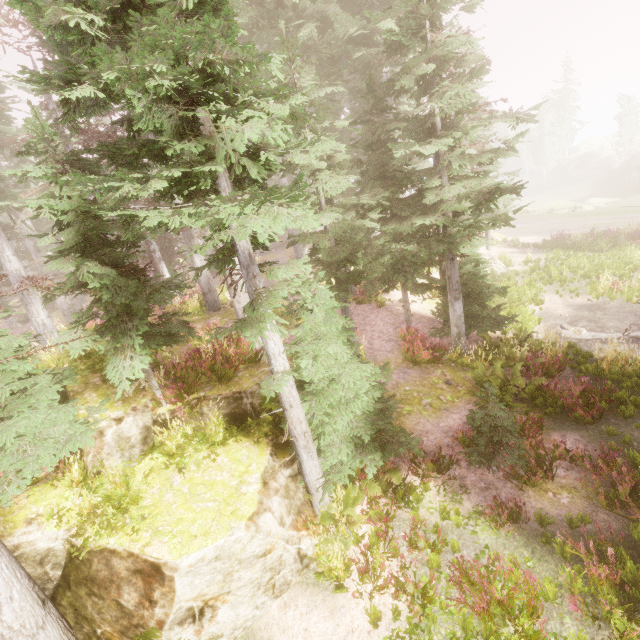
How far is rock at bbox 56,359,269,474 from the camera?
6.8m

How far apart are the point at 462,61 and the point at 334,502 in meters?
13.0 m

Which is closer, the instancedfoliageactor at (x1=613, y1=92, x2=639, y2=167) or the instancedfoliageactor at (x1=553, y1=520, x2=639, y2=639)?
the instancedfoliageactor at (x1=553, y1=520, x2=639, y2=639)

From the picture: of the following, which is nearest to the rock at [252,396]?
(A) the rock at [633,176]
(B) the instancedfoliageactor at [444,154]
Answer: (B) the instancedfoliageactor at [444,154]

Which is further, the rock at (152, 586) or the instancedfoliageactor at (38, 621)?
the rock at (152, 586)

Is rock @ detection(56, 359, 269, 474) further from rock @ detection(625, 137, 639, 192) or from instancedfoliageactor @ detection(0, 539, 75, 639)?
rock @ detection(625, 137, 639, 192)

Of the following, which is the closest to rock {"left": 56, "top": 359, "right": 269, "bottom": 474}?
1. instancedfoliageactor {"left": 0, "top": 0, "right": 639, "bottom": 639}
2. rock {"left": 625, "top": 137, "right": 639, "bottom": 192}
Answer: instancedfoliageactor {"left": 0, "top": 0, "right": 639, "bottom": 639}

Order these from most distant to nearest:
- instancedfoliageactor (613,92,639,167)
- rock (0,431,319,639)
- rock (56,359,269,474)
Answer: instancedfoliageactor (613,92,639,167) < rock (56,359,269,474) < rock (0,431,319,639)
